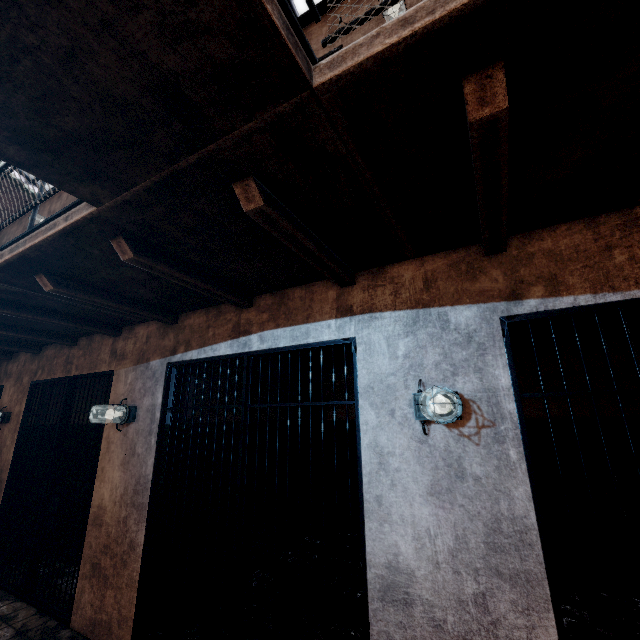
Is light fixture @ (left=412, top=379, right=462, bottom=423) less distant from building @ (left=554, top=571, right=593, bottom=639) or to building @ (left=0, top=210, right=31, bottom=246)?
building @ (left=554, top=571, right=593, bottom=639)

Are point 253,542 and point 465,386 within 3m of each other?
yes

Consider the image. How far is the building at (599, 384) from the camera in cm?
398

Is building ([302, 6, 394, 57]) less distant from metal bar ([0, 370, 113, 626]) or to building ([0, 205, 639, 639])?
building ([0, 205, 639, 639])

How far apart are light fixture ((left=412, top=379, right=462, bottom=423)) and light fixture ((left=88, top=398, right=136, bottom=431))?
2.8 meters

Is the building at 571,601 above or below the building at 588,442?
below

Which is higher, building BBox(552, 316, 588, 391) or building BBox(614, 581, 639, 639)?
building BBox(552, 316, 588, 391)
